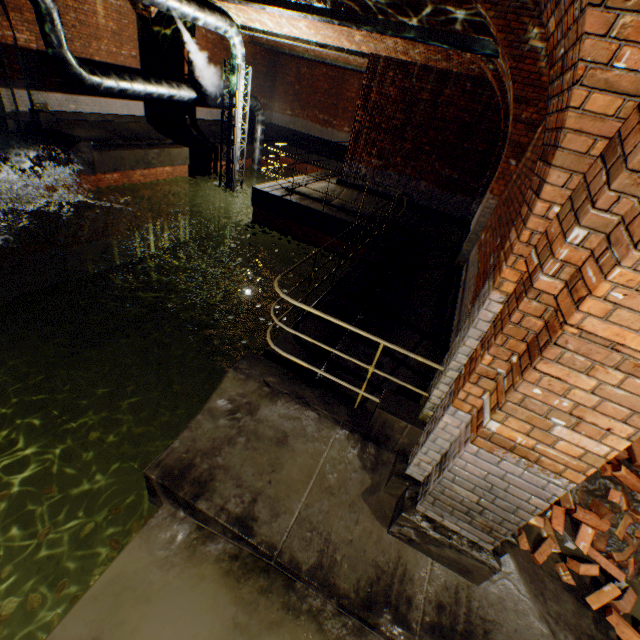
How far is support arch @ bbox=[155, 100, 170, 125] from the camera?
14.16m

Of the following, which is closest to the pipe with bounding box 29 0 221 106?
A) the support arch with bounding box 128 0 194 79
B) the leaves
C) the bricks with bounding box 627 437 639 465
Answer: the support arch with bounding box 128 0 194 79

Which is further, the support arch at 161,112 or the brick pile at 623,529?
the support arch at 161,112

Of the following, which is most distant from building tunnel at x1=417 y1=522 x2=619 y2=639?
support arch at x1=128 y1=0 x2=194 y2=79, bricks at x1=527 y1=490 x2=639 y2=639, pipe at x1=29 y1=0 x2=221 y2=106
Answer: support arch at x1=128 y1=0 x2=194 y2=79

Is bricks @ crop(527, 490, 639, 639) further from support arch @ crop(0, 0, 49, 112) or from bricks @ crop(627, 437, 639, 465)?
support arch @ crop(0, 0, 49, 112)

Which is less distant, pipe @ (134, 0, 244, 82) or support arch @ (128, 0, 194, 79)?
pipe @ (134, 0, 244, 82)

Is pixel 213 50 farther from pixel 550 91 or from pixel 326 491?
pixel 326 491

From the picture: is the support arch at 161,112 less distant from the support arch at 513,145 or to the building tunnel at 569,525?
the support arch at 513,145
